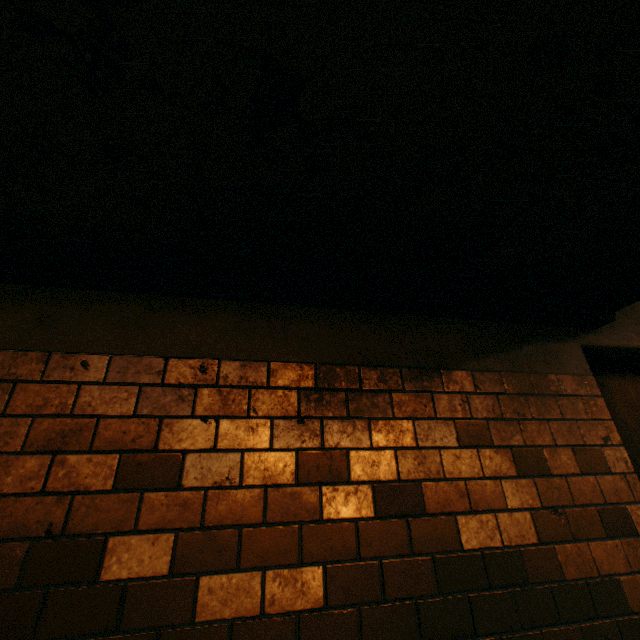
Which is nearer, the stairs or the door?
the stairs

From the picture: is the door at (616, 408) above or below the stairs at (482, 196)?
below

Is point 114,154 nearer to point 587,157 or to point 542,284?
point 587,157

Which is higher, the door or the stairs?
the stairs

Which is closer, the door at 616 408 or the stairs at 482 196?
the stairs at 482 196
